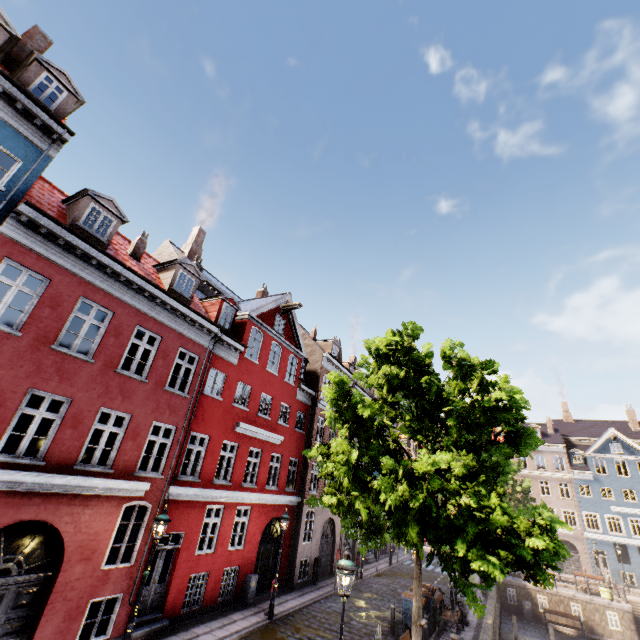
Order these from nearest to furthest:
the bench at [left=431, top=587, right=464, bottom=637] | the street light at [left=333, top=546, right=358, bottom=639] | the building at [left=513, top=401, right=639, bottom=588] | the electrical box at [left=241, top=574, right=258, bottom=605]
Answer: the street light at [left=333, top=546, right=358, bottom=639], the bench at [left=431, top=587, right=464, bottom=637], the electrical box at [left=241, top=574, right=258, bottom=605], the building at [left=513, top=401, right=639, bottom=588]

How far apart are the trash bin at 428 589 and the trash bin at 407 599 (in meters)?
0.55

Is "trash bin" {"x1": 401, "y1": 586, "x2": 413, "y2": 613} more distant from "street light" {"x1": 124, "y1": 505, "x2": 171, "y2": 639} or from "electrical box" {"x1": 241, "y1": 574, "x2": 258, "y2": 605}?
"electrical box" {"x1": 241, "y1": 574, "x2": 258, "y2": 605}

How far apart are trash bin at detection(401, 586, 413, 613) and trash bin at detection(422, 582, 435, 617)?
0.5 meters

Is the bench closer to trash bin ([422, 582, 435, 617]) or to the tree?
trash bin ([422, 582, 435, 617])

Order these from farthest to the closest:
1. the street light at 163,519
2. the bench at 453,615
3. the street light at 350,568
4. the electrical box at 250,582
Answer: the electrical box at 250,582, the bench at 453,615, the street light at 163,519, the street light at 350,568

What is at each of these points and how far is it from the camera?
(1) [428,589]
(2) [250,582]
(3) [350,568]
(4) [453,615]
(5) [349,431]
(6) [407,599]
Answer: (1) trash bin, 16.3m
(2) electrical box, 14.7m
(3) street light, 6.8m
(4) bench, 14.1m
(5) tree, 9.0m
(6) trash bin, 14.4m

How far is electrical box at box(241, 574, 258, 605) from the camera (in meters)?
→ 14.49
